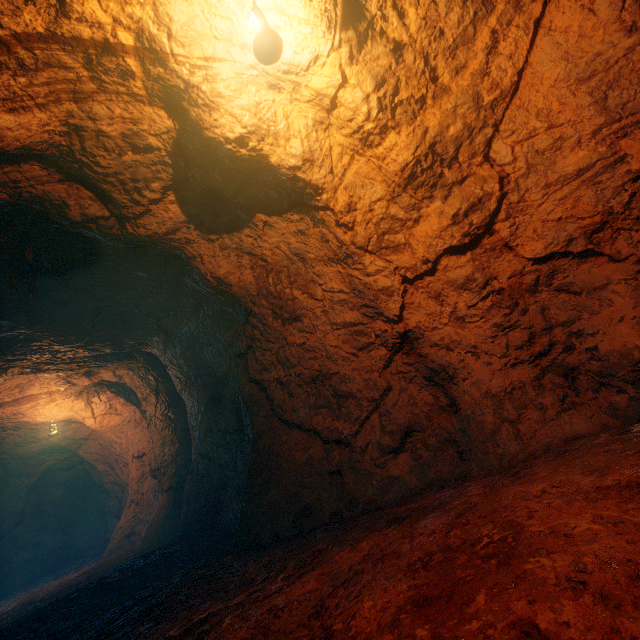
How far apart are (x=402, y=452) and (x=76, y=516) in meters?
15.0 m
